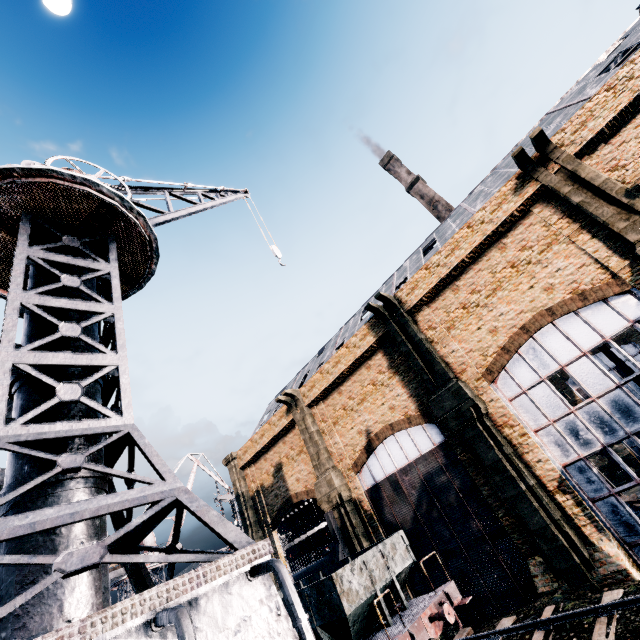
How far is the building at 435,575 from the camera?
18.9 meters

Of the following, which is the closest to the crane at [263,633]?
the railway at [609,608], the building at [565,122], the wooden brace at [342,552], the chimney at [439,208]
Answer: the building at [565,122]

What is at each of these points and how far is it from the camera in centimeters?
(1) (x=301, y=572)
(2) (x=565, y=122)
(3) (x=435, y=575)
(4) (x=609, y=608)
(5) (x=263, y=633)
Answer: (1) ship, 3688cm
(2) building, 2014cm
(3) building, 1925cm
(4) railway, 948cm
(5) crane, 277cm

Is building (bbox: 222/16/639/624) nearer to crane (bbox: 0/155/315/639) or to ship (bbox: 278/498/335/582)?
crane (bbox: 0/155/315/639)

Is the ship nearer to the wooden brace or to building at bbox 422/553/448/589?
building at bbox 422/553/448/589

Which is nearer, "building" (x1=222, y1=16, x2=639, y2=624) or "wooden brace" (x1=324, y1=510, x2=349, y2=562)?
"building" (x1=222, y1=16, x2=639, y2=624)

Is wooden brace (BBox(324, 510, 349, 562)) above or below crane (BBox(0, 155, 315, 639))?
below

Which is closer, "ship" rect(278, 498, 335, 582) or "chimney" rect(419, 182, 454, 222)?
"ship" rect(278, 498, 335, 582)
